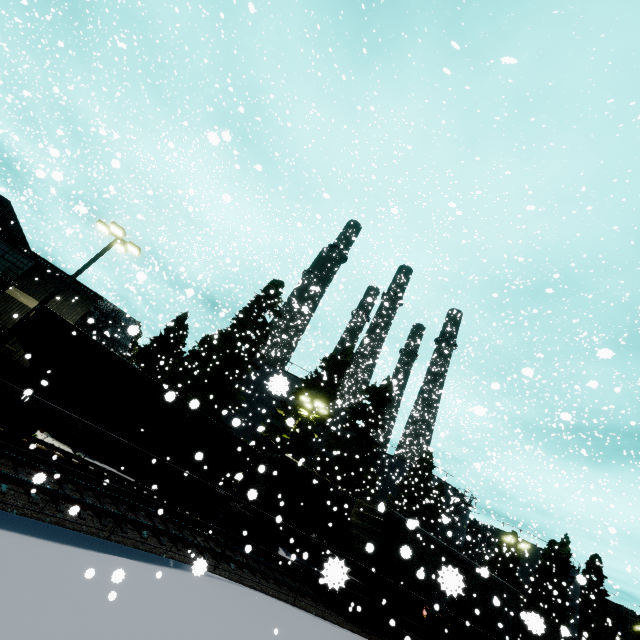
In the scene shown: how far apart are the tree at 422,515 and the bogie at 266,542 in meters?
20.0

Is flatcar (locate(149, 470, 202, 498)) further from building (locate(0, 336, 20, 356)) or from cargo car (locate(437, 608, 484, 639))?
building (locate(0, 336, 20, 356))

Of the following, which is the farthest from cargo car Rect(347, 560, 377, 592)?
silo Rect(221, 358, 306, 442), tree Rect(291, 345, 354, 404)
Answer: tree Rect(291, 345, 354, 404)

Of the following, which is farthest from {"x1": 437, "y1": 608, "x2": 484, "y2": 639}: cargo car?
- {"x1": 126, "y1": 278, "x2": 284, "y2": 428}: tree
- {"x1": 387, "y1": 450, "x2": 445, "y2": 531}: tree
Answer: {"x1": 387, "y1": 450, "x2": 445, "y2": 531}: tree

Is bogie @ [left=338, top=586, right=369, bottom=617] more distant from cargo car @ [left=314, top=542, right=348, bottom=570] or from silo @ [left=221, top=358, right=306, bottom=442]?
silo @ [left=221, top=358, right=306, bottom=442]

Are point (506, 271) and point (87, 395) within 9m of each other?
no

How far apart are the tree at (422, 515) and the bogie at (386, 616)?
18.5 meters

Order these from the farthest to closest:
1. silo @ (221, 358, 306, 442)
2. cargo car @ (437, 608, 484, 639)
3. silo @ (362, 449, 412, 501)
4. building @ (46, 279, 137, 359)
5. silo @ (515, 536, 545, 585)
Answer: silo @ (515, 536, 545, 585)
silo @ (362, 449, 412, 501)
building @ (46, 279, 137, 359)
cargo car @ (437, 608, 484, 639)
silo @ (221, 358, 306, 442)
